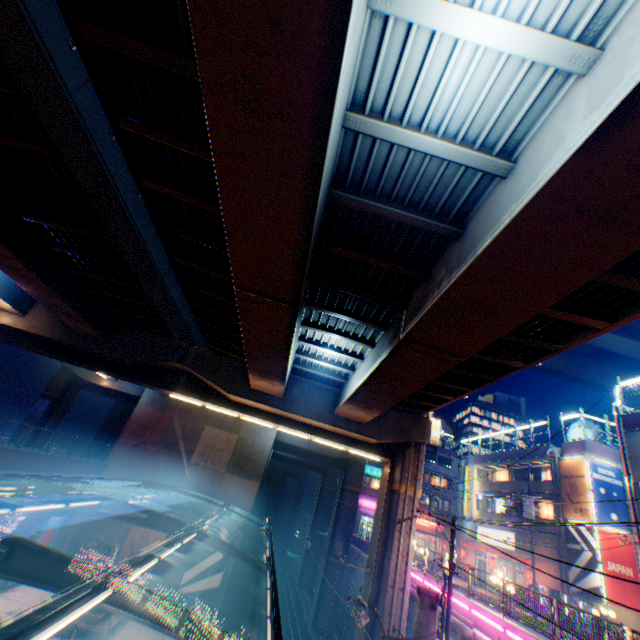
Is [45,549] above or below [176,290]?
below

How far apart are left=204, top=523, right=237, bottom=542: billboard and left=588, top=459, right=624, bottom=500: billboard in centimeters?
2609cm

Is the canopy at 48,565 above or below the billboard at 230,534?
above

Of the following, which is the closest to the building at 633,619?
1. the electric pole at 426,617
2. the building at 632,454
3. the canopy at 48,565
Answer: the building at 632,454

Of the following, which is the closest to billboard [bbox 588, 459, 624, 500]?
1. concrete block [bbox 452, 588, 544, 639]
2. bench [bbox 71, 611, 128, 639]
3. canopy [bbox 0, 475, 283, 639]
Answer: concrete block [bbox 452, 588, 544, 639]

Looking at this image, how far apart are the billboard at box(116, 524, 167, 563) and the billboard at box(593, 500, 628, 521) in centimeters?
3060cm

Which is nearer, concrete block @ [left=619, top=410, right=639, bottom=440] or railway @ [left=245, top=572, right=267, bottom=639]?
concrete block @ [left=619, top=410, right=639, bottom=440]

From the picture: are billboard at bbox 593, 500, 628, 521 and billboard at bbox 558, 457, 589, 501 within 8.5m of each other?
yes
